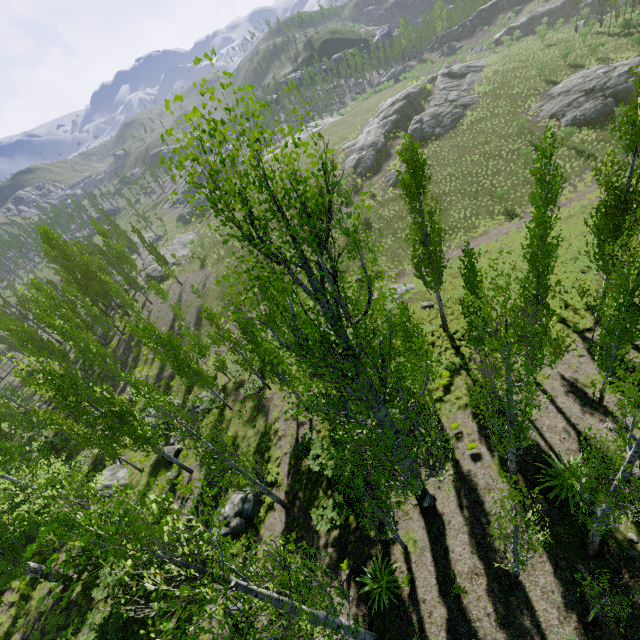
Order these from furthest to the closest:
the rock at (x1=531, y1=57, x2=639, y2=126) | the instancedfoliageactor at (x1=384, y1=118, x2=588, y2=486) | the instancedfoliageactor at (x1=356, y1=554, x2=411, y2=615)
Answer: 1. the rock at (x1=531, y1=57, x2=639, y2=126)
2. the instancedfoliageactor at (x1=356, y1=554, x2=411, y2=615)
3. the instancedfoliageactor at (x1=384, y1=118, x2=588, y2=486)

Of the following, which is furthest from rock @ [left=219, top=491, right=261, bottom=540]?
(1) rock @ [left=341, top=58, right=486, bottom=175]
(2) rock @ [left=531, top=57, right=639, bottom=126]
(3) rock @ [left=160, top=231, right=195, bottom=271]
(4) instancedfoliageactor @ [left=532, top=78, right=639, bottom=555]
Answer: (2) rock @ [left=531, top=57, right=639, bottom=126]

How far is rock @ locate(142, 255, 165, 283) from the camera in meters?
47.3

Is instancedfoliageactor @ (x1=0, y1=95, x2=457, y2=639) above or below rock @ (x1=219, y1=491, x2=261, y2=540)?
above

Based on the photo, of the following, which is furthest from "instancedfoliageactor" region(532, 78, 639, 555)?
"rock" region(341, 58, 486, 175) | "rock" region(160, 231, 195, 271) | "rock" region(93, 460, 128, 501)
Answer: "rock" region(93, 460, 128, 501)

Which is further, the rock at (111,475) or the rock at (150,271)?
the rock at (150,271)

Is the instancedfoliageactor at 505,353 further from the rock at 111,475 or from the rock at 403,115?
the rock at 111,475

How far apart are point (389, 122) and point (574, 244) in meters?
37.7 m
